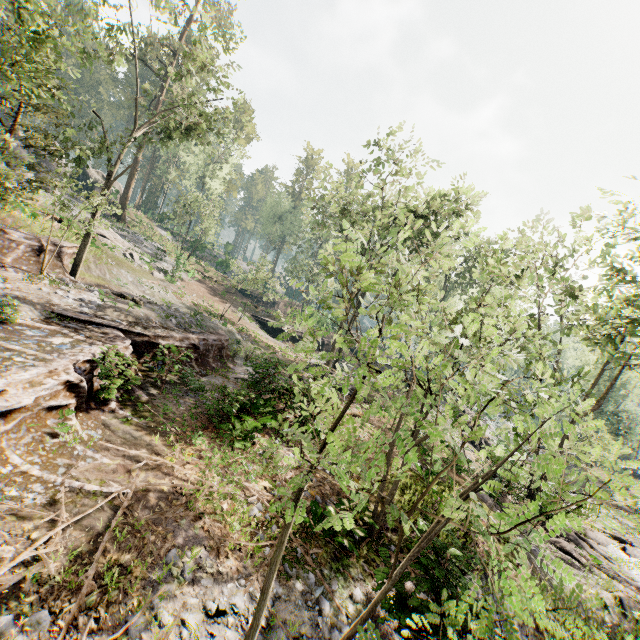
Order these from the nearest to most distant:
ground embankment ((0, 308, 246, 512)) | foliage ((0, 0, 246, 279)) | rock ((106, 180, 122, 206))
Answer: ground embankment ((0, 308, 246, 512)), foliage ((0, 0, 246, 279)), rock ((106, 180, 122, 206))

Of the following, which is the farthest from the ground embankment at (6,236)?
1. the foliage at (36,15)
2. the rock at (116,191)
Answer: the rock at (116,191)

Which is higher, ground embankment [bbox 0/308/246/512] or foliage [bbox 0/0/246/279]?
foliage [bbox 0/0/246/279]

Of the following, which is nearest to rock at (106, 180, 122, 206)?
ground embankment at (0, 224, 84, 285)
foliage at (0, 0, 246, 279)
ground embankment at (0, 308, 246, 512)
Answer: foliage at (0, 0, 246, 279)

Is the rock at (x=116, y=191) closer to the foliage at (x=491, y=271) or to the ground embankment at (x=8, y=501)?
the foliage at (x=491, y=271)

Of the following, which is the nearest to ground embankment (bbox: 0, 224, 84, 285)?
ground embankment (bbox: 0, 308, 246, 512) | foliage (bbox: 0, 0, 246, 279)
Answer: foliage (bbox: 0, 0, 246, 279)

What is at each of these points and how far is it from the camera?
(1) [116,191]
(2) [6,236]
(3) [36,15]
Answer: (1) rock, 41.6 meters
(2) ground embankment, 16.0 meters
(3) foliage, 9.2 meters
